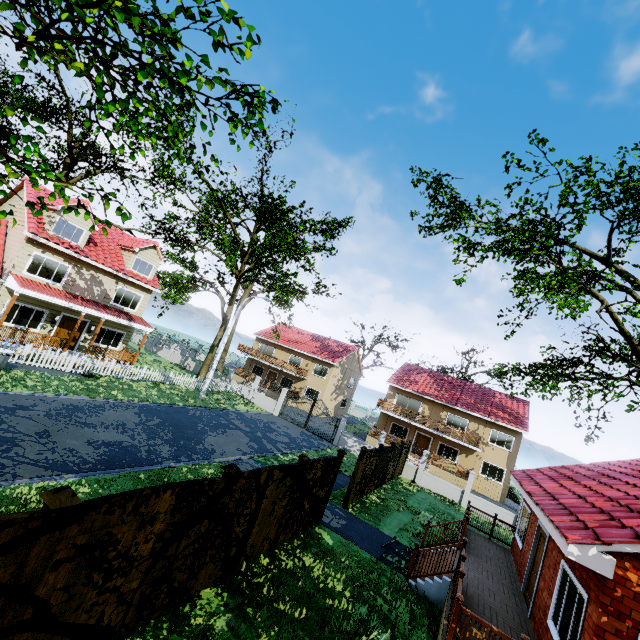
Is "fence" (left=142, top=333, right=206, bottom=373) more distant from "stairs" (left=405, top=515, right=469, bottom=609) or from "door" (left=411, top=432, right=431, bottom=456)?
"door" (left=411, top=432, right=431, bottom=456)

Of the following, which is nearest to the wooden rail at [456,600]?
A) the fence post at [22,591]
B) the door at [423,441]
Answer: the fence post at [22,591]

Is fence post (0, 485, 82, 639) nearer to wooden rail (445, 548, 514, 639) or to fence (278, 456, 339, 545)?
fence (278, 456, 339, 545)

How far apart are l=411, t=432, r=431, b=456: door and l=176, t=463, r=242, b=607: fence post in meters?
30.3

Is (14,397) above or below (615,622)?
below

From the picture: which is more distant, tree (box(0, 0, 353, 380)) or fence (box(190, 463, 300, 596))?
fence (box(190, 463, 300, 596))

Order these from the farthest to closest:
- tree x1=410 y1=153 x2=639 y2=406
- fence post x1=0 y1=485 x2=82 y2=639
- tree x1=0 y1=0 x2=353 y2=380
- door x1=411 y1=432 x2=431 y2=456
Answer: door x1=411 y1=432 x2=431 y2=456
tree x1=410 y1=153 x2=639 y2=406
fence post x1=0 y1=485 x2=82 y2=639
tree x1=0 y1=0 x2=353 y2=380

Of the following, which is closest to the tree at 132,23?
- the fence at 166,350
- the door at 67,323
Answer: the fence at 166,350
